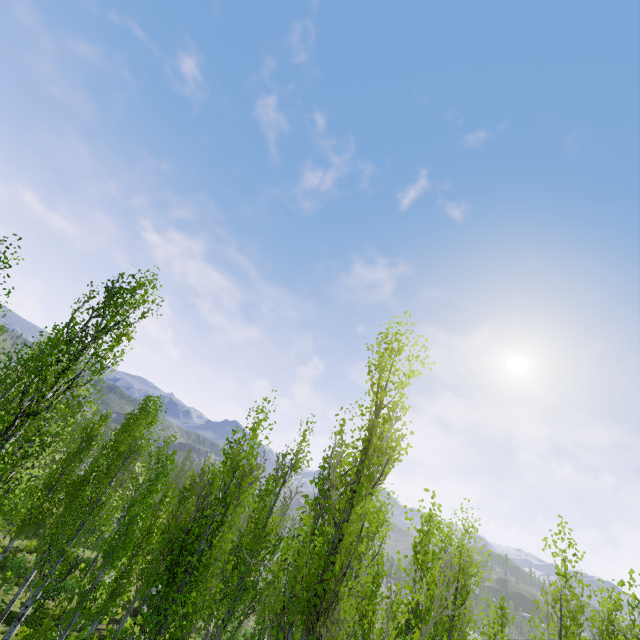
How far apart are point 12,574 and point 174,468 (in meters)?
16.05
